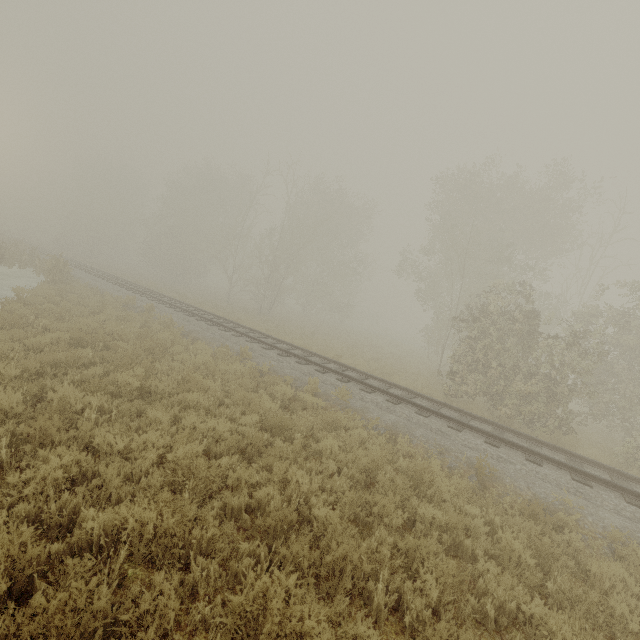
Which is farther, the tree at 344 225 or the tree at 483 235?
the tree at 344 225

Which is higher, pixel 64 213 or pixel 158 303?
pixel 64 213

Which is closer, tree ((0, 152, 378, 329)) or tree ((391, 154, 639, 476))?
tree ((391, 154, 639, 476))
